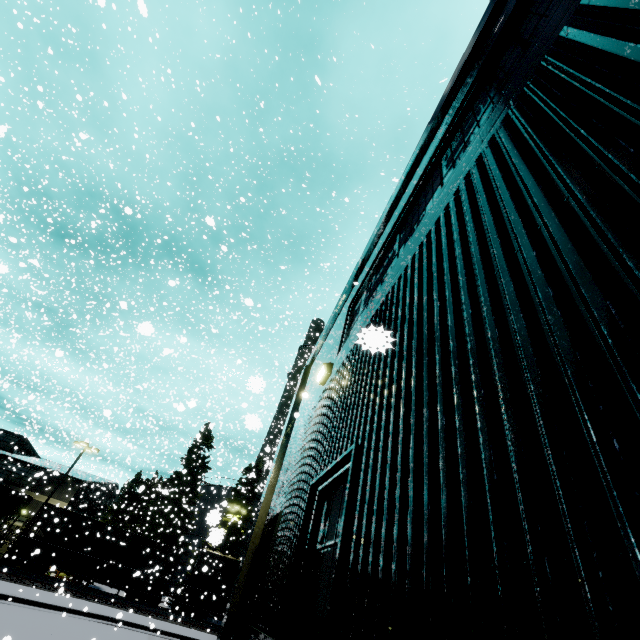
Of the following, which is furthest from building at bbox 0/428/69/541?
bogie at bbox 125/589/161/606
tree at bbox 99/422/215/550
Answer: bogie at bbox 125/589/161/606

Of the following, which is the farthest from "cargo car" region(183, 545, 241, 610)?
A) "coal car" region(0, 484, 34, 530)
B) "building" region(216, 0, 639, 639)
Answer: "building" region(216, 0, 639, 639)

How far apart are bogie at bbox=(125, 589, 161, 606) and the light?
33.7m

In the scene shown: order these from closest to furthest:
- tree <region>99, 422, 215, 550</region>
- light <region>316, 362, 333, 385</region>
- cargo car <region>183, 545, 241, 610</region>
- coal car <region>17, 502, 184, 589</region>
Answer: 1. light <region>316, 362, 333, 385</region>
2. coal car <region>17, 502, 184, 589</region>
3. cargo car <region>183, 545, 241, 610</region>
4. tree <region>99, 422, 215, 550</region>

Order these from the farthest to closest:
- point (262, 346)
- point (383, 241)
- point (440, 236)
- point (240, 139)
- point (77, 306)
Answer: point (77, 306)
point (262, 346)
point (240, 139)
point (383, 241)
point (440, 236)

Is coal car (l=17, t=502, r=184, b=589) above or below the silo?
below

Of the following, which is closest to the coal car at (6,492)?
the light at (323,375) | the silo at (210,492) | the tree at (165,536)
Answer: the tree at (165,536)

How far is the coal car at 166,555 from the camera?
24.70m
